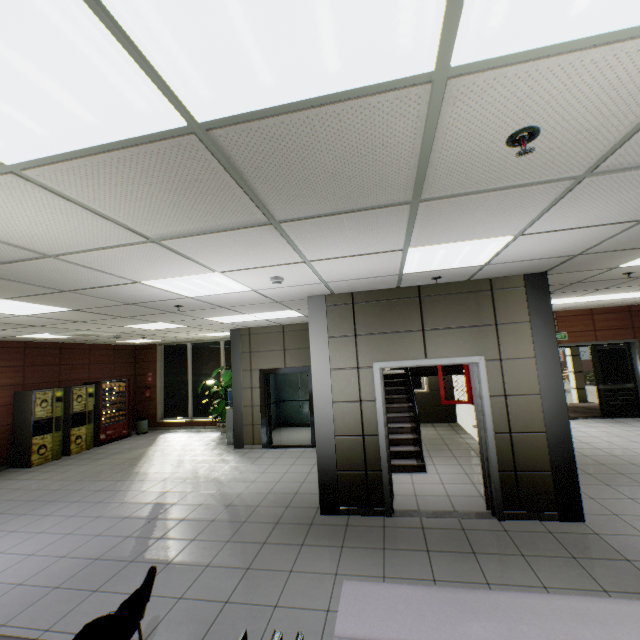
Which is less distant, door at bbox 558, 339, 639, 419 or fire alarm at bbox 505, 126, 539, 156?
fire alarm at bbox 505, 126, 539, 156

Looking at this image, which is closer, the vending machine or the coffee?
the coffee

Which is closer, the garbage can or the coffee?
the coffee

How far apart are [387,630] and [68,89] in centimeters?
236cm

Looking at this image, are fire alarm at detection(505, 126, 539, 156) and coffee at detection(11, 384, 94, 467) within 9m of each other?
no

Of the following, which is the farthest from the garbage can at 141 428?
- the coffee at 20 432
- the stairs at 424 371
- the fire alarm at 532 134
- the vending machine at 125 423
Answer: the fire alarm at 532 134

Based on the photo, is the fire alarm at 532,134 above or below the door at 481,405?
above

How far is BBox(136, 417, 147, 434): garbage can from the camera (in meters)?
11.55
